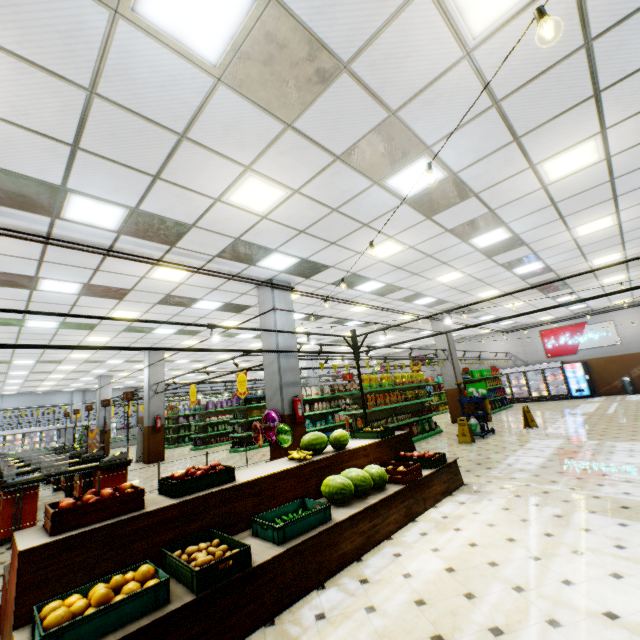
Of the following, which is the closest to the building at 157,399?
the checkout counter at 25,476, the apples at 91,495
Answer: the checkout counter at 25,476

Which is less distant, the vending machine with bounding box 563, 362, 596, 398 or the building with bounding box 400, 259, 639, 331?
the building with bounding box 400, 259, 639, 331

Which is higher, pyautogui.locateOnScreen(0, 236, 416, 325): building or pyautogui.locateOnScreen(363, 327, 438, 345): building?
pyautogui.locateOnScreen(363, 327, 438, 345): building

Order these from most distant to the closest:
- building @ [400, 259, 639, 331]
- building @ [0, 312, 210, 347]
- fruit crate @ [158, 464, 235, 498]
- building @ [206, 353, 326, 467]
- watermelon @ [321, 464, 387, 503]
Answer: building @ [400, 259, 639, 331], building @ [0, 312, 210, 347], building @ [206, 353, 326, 467], watermelon @ [321, 464, 387, 503], fruit crate @ [158, 464, 235, 498]

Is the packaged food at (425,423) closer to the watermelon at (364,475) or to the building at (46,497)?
the building at (46,497)

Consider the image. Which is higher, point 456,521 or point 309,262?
point 309,262

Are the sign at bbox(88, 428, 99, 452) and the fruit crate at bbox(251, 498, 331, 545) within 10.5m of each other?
no

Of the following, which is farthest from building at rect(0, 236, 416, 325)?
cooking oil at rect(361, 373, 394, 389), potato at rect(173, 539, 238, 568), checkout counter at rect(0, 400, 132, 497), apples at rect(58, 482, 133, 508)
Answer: cooking oil at rect(361, 373, 394, 389)
